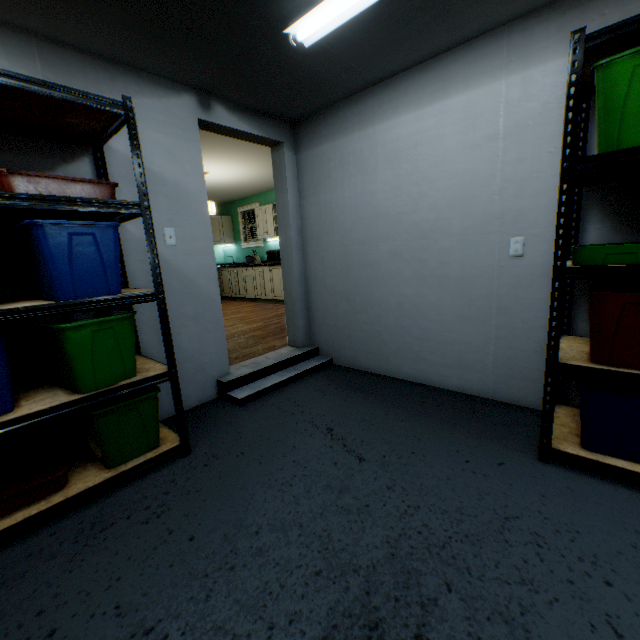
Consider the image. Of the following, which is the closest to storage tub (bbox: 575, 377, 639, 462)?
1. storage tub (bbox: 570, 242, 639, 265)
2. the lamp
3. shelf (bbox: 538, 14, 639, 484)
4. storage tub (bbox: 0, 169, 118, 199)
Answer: shelf (bbox: 538, 14, 639, 484)

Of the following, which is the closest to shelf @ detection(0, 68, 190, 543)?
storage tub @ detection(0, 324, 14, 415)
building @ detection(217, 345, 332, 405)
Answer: storage tub @ detection(0, 324, 14, 415)

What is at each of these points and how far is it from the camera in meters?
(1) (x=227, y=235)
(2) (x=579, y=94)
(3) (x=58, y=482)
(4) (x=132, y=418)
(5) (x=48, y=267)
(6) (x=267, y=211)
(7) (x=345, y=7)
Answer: (1) cabinet, 8.4
(2) shelf, 1.4
(3) storage tub, 1.6
(4) storage tub, 1.8
(5) storage tub, 1.5
(6) cabinet, 7.0
(7) lamp, 1.6

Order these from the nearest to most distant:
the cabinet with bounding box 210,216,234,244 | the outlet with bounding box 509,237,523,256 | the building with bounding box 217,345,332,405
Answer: the outlet with bounding box 509,237,523,256 < the building with bounding box 217,345,332,405 < the cabinet with bounding box 210,216,234,244

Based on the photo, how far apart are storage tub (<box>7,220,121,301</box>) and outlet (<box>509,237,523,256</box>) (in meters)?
2.41

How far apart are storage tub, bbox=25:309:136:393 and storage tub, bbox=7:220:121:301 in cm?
12

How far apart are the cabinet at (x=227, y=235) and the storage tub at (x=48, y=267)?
6.4 meters

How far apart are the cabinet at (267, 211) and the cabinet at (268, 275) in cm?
50
